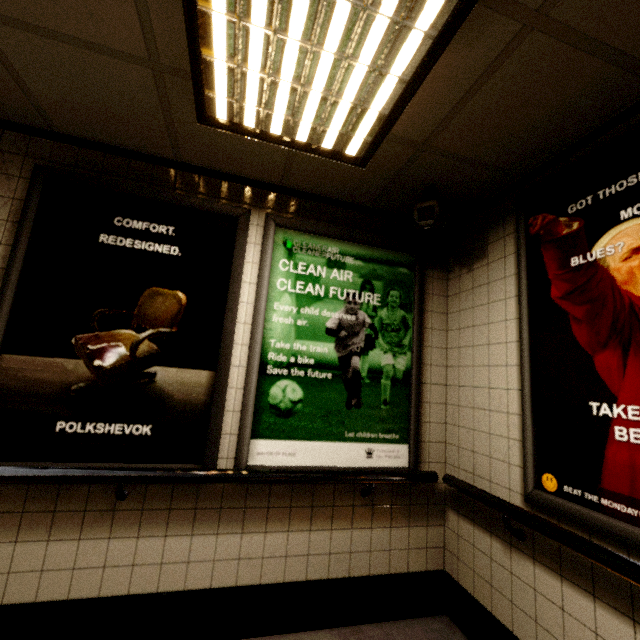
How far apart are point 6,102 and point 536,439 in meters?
3.5

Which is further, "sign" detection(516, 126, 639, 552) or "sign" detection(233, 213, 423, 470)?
"sign" detection(233, 213, 423, 470)

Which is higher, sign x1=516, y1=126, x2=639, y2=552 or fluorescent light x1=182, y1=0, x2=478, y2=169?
fluorescent light x1=182, y1=0, x2=478, y2=169

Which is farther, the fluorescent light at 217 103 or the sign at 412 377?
the sign at 412 377

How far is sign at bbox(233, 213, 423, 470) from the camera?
2.1m

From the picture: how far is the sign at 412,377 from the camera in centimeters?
211cm

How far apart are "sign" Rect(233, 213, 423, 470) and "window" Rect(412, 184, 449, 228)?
0.19m

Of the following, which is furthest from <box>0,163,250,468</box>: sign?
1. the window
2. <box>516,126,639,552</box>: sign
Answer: <box>516,126,639,552</box>: sign
